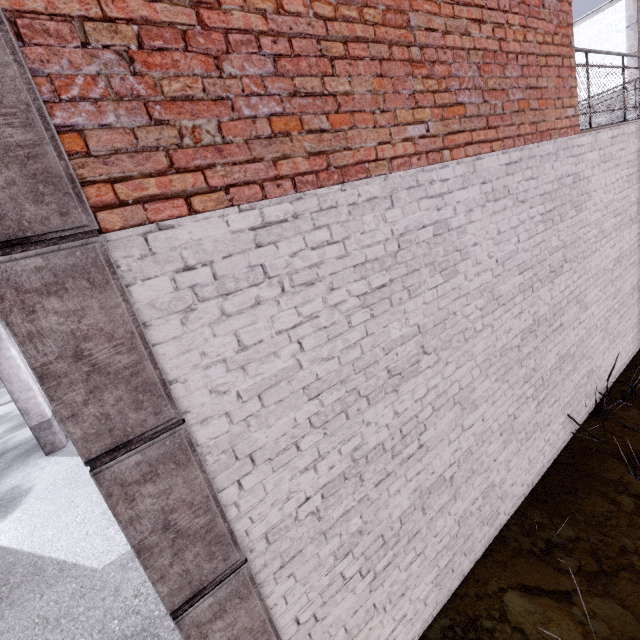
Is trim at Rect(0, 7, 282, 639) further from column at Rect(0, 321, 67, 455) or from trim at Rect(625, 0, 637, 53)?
trim at Rect(625, 0, 637, 53)

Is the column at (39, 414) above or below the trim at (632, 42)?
below

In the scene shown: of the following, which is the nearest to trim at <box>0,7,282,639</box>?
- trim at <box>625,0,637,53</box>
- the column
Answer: the column

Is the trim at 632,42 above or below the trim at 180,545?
above

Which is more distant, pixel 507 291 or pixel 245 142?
pixel 507 291

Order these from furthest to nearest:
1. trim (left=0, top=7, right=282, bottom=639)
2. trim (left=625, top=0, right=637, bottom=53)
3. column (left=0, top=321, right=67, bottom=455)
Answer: trim (left=625, top=0, right=637, bottom=53) → column (left=0, top=321, right=67, bottom=455) → trim (left=0, top=7, right=282, bottom=639)
